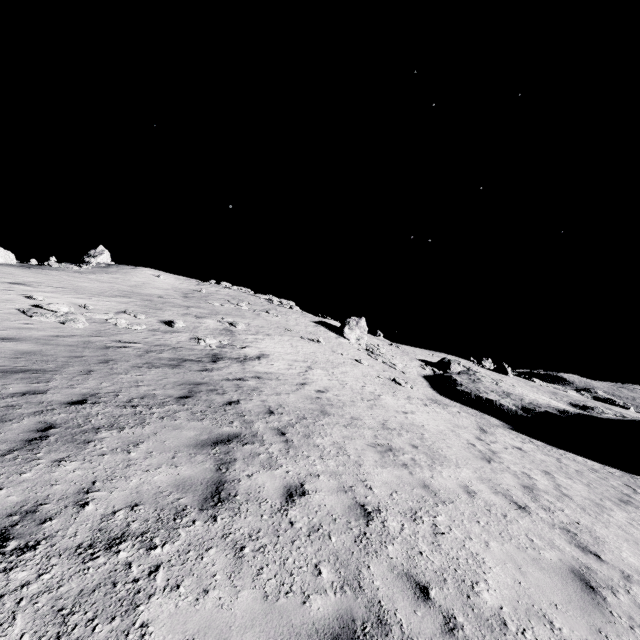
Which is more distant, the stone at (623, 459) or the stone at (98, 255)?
the stone at (98, 255)

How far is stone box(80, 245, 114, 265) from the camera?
39.62m

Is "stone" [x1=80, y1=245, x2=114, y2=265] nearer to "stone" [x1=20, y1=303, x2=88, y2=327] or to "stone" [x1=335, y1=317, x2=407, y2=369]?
"stone" [x1=20, y1=303, x2=88, y2=327]

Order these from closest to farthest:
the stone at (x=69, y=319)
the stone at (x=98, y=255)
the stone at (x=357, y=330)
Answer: the stone at (x=69, y=319) → the stone at (x=357, y=330) → the stone at (x=98, y=255)

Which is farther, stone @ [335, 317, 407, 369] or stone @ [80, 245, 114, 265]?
stone @ [80, 245, 114, 265]

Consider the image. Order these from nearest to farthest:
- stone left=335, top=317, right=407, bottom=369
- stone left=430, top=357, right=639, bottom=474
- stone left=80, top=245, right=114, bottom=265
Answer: stone left=430, top=357, right=639, bottom=474
stone left=335, top=317, right=407, bottom=369
stone left=80, top=245, right=114, bottom=265

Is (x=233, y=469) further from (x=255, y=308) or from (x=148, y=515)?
(x=255, y=308)

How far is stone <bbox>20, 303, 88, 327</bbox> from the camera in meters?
14.1 m
